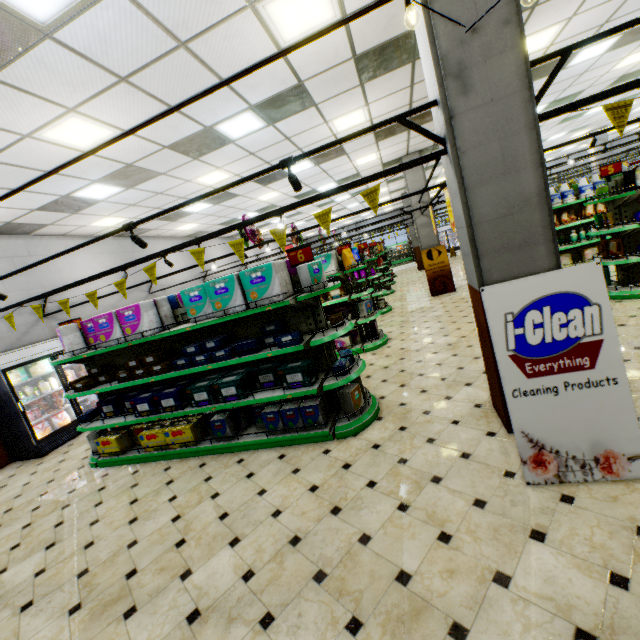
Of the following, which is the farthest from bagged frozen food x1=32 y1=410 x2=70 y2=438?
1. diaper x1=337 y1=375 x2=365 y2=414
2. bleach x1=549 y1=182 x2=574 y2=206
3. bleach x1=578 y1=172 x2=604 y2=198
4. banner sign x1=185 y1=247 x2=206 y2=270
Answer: bleach x1=578 y1=172 x2=604 y2=198

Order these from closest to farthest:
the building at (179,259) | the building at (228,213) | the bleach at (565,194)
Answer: the building at (228,213) < the bleach at (565,194) < the building at (179,259)

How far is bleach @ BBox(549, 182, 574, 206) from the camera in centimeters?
898cm

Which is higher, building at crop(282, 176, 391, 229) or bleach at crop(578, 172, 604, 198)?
building at crop(282, 176, 391, 229)

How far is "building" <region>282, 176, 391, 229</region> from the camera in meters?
14.9 m

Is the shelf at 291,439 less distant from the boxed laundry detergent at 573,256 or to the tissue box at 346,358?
the tissue box at 346,358

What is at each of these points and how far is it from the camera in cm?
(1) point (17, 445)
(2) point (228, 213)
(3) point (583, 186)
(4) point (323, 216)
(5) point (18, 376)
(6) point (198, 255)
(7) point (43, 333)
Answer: (1) wall refrigerator door, 679
(2) building, 1215
(3) bleach, 880
(4) banner sign, 345
(5) boxed frozen food, 674
(6) banner sign, 391
(7) building, 807

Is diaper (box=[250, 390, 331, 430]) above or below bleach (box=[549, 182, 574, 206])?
below
